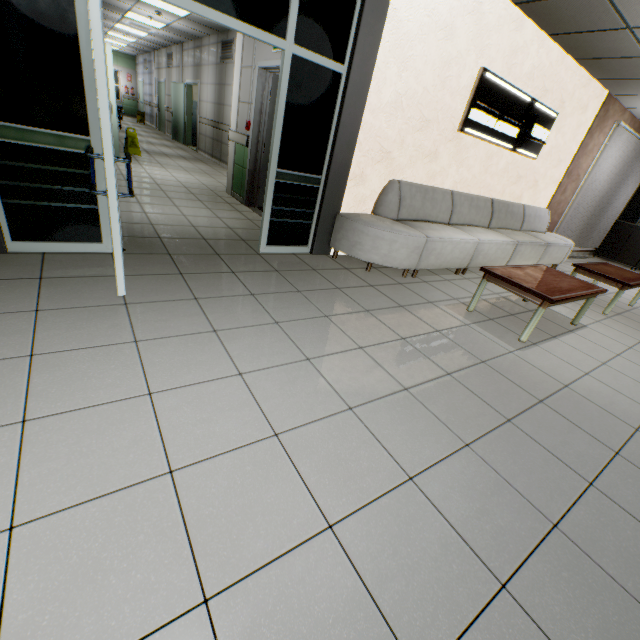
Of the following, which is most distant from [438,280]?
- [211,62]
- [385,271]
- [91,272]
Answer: [211,62]

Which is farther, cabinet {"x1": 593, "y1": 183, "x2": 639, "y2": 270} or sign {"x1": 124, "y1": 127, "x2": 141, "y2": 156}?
cabinet {"x1": 593, "y1": 183, "x2": 639, "y2": 270}

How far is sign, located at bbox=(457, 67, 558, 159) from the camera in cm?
442

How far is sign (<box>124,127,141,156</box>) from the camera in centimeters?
792cm

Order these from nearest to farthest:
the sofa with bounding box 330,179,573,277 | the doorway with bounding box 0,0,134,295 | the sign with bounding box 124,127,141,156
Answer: the doorway with bounding box 0,0,134,295 < the sofa with bounding box 330,179,573,277 < the sign with bounding box 124,127,141,156

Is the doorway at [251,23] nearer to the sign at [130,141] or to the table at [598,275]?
the table at [598,275]

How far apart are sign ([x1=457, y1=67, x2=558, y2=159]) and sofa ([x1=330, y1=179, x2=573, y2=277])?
0.78m

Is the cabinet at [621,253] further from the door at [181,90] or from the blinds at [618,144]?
the door at [181,90]
